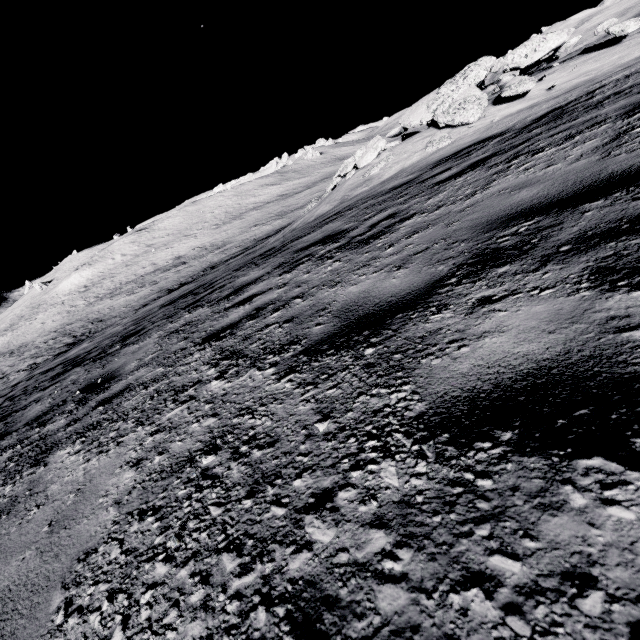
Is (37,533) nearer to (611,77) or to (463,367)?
(463,367)

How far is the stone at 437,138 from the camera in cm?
888

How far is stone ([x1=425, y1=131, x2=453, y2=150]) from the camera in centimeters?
888cm

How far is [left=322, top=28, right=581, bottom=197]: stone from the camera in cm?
912

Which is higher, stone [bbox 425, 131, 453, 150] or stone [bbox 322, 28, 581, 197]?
stone [bbox 322, 28, 581, 197]

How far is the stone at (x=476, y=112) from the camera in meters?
9.1 m
